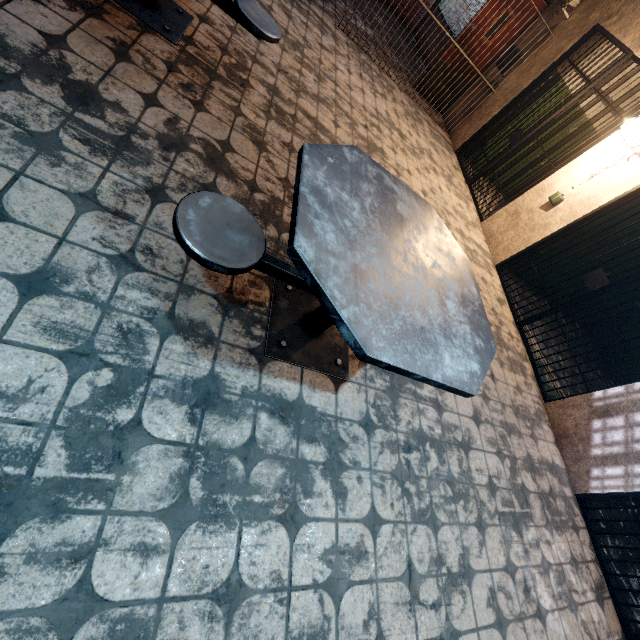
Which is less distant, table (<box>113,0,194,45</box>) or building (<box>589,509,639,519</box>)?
table (<box>113,0,194,45</box>)

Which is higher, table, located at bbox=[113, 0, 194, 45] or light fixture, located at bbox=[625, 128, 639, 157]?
light fixture, located at bbox=[625, 128, 639, 157]

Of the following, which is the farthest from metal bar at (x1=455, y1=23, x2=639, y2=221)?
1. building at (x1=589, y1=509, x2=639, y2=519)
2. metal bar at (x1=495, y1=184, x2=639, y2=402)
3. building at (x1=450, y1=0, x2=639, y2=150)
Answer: building at (x1=589, y1=509, x2=639, y2=519)

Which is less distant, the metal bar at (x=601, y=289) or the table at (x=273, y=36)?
the table at (x=273, y=36)

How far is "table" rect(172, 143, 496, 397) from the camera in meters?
1.1

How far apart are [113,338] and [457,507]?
2.26m

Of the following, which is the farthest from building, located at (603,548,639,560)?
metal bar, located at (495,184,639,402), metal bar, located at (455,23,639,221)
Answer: metal bar, located at (455,23,639,221)

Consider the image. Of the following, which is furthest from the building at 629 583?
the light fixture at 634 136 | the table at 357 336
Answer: the light fixture at 634 136
